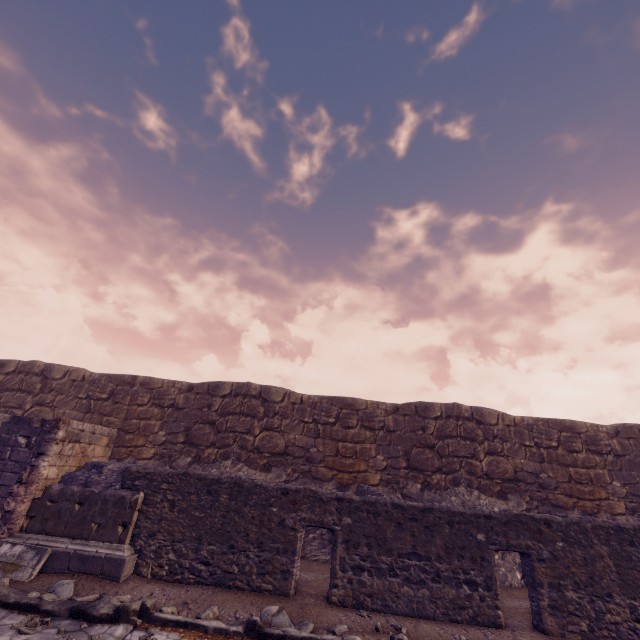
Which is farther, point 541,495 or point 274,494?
point 541,495

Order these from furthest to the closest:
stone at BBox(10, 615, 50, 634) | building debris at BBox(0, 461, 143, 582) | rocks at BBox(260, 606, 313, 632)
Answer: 1. building debris at BBox(0, 461, 143, 582)
2. rocks at BBox(260, 606, 313, 632)
3. stone at BBox(10, 615, 50, 634)

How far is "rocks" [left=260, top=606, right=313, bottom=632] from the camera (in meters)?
5.16

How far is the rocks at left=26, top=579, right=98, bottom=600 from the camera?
5.17m

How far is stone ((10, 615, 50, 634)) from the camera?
4.4m

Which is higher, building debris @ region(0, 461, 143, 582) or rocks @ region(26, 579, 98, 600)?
building debris @ region(0, 461, 143, 582)

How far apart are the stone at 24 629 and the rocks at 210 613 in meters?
2.1 m

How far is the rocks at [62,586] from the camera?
5.2 meters
